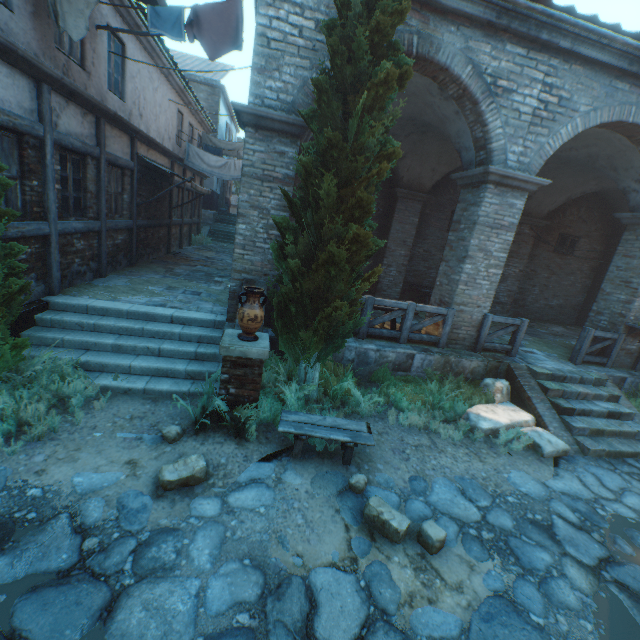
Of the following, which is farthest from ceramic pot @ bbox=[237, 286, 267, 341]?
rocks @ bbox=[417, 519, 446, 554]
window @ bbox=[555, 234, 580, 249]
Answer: window @ bbox=[555, 234, 580, 249]

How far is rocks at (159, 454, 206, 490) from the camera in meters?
3.7

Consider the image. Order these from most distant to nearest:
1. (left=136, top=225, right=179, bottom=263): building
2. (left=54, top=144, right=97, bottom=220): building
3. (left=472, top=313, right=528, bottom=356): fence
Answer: (left=136, top=225, right=179, bottom=263): building < (left=472, top=313, right=528, bottom=356): fence < (left=54, top=144, right=97, bottom=220): building

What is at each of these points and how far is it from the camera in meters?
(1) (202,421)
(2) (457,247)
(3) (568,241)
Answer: (1) grass clump, 4.7 m
(2) building, 7.5 m
(3) window, 13.5 m

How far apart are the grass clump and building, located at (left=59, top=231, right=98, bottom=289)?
4.3m

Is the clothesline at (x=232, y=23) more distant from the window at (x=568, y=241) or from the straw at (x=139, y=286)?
the window at (x=568, y=241)

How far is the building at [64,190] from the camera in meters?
6.4

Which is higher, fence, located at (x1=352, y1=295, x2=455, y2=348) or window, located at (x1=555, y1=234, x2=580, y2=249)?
window, located at (x1=555, y1=234, x2=580, y2=249)
